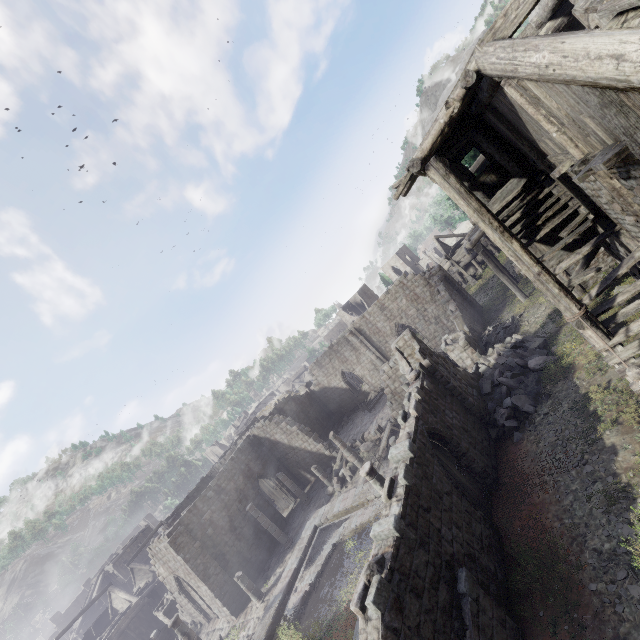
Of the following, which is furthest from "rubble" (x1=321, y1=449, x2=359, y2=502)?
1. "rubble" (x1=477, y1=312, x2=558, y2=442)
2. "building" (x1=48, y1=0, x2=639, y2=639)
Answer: "rubble" (x1=477, y1=312, x2=558, y2=442)

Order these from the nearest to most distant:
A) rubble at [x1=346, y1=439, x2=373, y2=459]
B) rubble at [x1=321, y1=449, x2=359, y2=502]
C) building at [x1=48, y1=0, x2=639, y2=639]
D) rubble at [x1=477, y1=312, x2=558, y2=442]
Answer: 1. building at [x1=48, y1=0, x2=639, y2=639]
2. rubble at [x1=477, y1=312, x2=558, y2=442]
3. rubble at [x1=321, y1=449, x2=359, y2=502]
4. rubble at [x1=346, y1=439, x2=373, y2=459]

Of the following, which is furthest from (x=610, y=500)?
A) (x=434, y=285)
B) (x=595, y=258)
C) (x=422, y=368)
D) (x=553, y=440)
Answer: (x=434, y=285)

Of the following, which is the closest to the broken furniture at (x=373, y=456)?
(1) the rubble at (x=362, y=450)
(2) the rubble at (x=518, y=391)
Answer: (1) the rubble at (x=362, y=450)

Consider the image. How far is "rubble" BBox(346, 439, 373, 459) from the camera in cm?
2347

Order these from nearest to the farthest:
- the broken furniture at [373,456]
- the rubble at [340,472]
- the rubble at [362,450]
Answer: the broken furniture at [373,456], the rubble at [340,472], the rubble at [362,450]

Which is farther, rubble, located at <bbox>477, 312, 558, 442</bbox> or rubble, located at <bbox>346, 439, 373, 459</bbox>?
rubble, located at <bbox>346, 439, 373, 459</bbox>

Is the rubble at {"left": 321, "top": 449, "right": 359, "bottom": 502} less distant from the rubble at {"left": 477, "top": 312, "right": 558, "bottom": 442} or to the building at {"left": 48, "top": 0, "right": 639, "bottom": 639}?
the building at {"left": 48, "top": 0, "right": 639, "bottom": 639}
